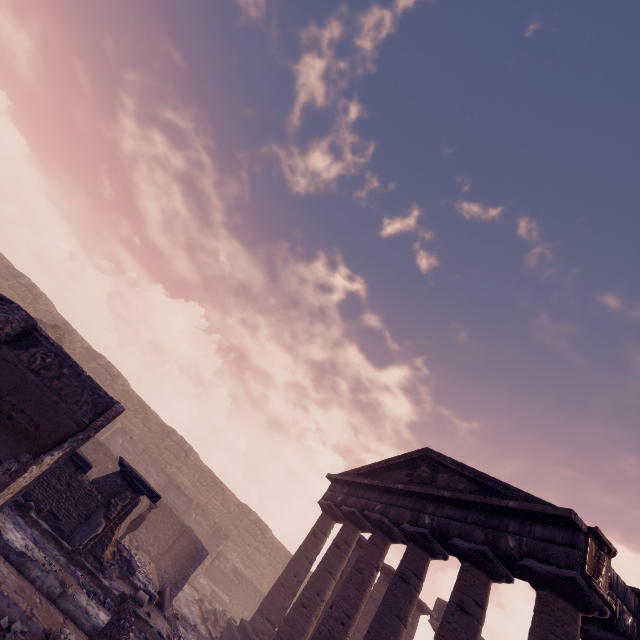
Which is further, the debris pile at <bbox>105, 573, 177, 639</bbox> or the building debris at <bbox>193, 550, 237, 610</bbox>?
the building debris at <bbox>193, 550, 237, 610</bbox>

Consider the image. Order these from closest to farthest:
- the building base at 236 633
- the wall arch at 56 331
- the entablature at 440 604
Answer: the building base at 236 633, the wall arch at 56 331, the entablature at 440 604

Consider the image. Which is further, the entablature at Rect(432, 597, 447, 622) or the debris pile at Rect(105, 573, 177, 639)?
the entablature at Rect(432, 597, 447, 622)

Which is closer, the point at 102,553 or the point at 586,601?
the point at 586,601

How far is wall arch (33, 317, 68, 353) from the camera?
15.5m

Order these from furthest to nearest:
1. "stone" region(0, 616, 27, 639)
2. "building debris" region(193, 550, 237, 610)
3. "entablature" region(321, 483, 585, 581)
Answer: "building debris" region(193, 550, 237, 610), "entablature" region(321, 483, 585, 581), "stone" region(0, 616, 27, 639)

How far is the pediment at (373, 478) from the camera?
8.0 meters

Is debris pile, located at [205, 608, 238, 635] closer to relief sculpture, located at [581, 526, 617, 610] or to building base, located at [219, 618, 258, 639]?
building base, located at [219, 618, 258, 639]
